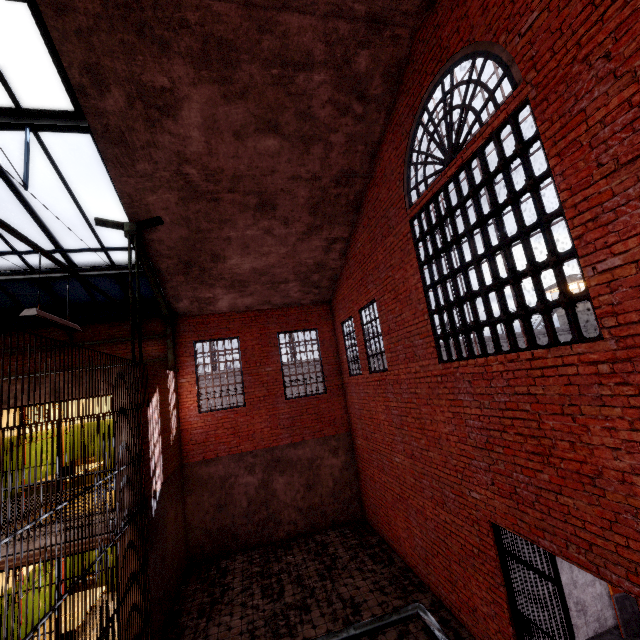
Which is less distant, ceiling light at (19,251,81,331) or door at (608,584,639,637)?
ceiling light at (19,251,81,331)

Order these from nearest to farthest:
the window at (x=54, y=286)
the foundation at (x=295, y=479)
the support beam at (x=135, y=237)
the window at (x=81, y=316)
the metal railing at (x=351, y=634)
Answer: the metal railing at (x=351, y=634) → the support beam at (x=135, y=237) → the window at (x=54, y=286) → the window at (x=81, y=316) → the foundation at (x=295, y=479)

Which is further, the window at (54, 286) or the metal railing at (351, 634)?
the window at (54, 286)

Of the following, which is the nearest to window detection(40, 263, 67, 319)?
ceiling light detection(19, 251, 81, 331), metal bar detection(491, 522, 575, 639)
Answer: ceiling light detection(19, 251, 81, 331)

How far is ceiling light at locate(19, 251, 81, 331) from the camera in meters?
4.2

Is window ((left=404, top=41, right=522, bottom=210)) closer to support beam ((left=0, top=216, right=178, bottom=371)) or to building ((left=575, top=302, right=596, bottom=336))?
support beam ((left=0, top=216, right=178, bottom=371))

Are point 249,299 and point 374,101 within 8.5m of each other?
yes

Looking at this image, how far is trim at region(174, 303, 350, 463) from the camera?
10.98m
